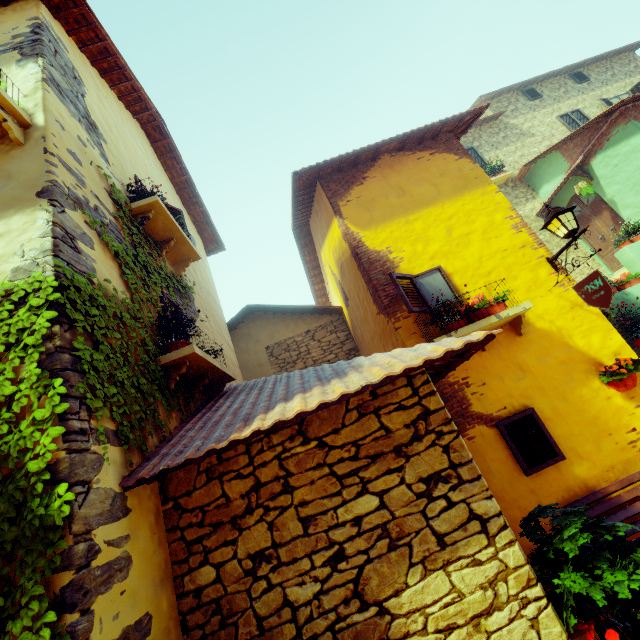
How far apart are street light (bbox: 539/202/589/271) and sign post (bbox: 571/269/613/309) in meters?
0.5

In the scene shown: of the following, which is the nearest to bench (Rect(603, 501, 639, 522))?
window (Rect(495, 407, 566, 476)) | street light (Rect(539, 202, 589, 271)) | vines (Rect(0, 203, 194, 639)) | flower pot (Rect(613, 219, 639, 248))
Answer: window (Rect(495, 407, 566, 476))

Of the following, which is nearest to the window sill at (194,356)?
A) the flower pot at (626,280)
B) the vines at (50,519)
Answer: the vines at (50,519)

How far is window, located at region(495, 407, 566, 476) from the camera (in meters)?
4.14

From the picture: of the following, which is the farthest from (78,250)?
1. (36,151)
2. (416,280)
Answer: (416,280)

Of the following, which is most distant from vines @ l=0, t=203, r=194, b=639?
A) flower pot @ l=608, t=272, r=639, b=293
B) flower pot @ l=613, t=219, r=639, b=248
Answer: flower pot @ l=613, t=219, r=639, b=248

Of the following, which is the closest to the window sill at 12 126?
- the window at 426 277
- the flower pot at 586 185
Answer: the window at 426 277

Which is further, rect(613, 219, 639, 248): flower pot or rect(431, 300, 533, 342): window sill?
rect(613, 219, 639, 248): flower pot
